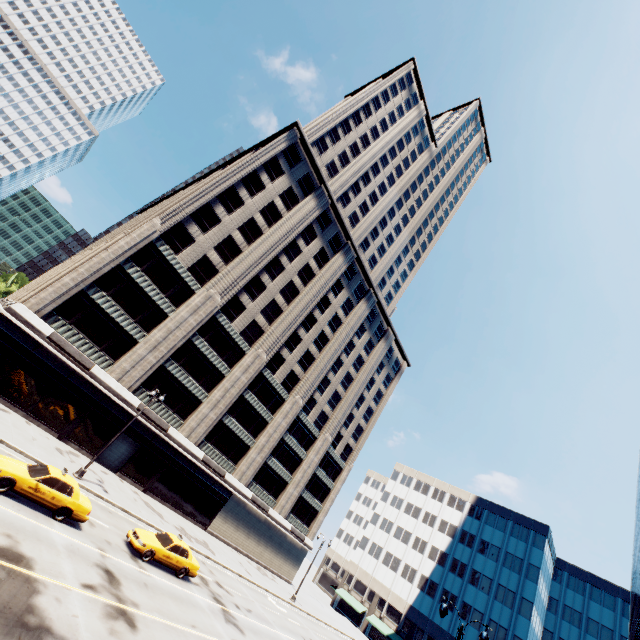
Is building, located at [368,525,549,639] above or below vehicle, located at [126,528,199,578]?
above

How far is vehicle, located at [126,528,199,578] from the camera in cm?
1817

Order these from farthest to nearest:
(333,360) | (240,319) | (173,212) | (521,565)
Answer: (521,565) < (333,360) < (240,319) < (173,212)

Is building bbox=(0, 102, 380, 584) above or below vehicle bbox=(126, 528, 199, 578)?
above

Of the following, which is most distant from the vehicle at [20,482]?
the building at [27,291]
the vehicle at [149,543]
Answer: the building at [27,291]

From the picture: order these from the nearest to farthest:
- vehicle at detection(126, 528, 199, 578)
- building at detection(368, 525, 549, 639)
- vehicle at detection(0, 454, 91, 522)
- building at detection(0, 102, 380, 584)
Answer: vehicle at detection(0, 454, 91, 522) → vehicle at detection(126, 528, 199, 578) → building at detection(0, 102, 380, 584) → building at detection(368, 525, 549, 639)

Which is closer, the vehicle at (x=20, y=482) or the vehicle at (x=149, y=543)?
the vehicle at (x=20, y=482)

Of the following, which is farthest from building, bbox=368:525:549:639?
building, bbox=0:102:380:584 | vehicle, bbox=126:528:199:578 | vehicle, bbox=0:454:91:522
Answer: vehicle, bbox=0:454:91:522
